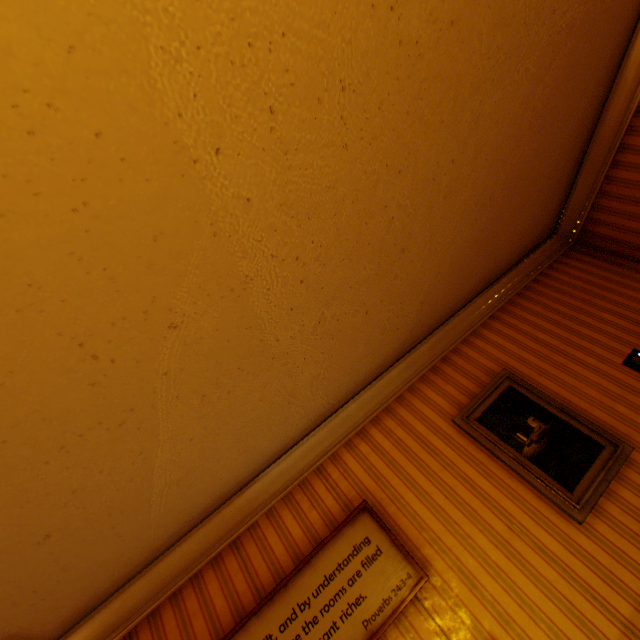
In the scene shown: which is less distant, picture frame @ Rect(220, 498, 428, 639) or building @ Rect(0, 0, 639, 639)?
building @ Rect(0, 0, 639, 639)

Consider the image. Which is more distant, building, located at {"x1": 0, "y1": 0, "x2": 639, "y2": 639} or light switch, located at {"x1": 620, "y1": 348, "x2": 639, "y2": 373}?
light switch, located at {"x1": 620, "y1": 348, "x2": 639, "y2": 373}

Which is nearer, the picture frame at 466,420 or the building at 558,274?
the building at 558,274

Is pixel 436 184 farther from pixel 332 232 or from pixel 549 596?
pixel 549 596

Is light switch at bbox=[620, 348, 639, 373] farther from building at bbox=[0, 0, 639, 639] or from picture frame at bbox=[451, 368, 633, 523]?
picture frame at bbox=[451, 368, 633, 523]

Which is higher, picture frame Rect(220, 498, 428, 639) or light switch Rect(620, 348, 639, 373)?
picture frame Rect(220, 498, 428, 639)

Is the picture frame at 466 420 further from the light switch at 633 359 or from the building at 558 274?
the light switch at 633 359
